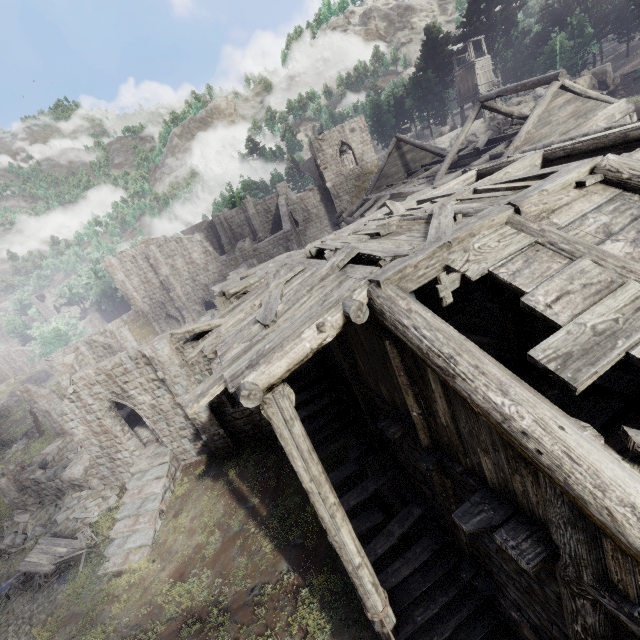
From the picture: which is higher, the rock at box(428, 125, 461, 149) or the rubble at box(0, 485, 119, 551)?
the rock at box(428, 125, 461, 149)

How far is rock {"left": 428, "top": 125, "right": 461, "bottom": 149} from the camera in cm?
4297

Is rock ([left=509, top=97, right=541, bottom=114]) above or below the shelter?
above

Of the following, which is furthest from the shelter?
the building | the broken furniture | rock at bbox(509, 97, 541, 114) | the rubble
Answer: the broken furniture

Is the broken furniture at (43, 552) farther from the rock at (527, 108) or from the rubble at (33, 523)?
the rock at (527, 108)

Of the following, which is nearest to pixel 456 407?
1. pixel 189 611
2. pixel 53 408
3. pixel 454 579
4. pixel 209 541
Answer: pixel 454 579

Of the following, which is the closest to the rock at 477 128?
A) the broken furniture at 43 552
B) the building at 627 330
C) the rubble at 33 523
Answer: the building at 627 330

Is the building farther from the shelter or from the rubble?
the shelter
